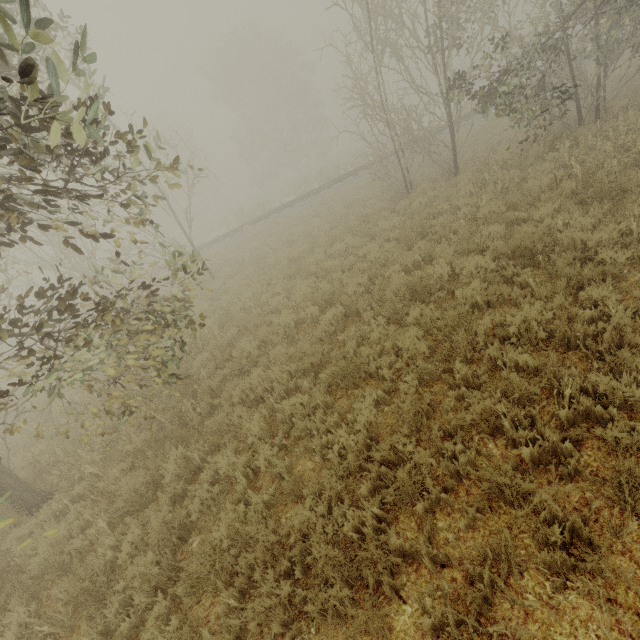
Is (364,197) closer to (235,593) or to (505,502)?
(505,502)
